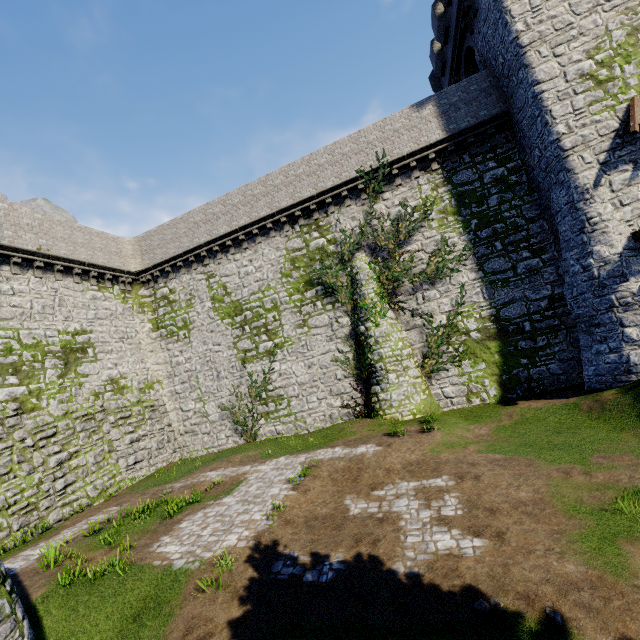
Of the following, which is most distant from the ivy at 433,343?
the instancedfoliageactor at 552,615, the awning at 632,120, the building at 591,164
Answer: the instancedfoliageactor at 552,615

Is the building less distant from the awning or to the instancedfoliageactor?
the awning

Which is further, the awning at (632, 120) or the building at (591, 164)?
the building at (591, 164)

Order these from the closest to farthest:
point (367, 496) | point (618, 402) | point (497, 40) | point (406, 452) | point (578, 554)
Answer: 1. point (578, 554)
2. point (367, 496)
3. point (618, 402)
4. point (406, 452)
5. point (497, 40)

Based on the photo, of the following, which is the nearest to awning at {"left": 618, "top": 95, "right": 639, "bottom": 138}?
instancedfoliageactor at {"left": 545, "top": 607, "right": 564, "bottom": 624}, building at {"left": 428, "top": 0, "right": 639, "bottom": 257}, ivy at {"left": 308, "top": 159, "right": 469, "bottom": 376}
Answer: building at {"left": 428, "top": 0, "right": 639, "bottom": 257}

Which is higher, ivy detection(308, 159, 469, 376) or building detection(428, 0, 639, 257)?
building detection(428, 0, 639, 257)

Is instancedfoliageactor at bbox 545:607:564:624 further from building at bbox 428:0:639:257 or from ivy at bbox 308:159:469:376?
building at bbox 428:0:639:257
